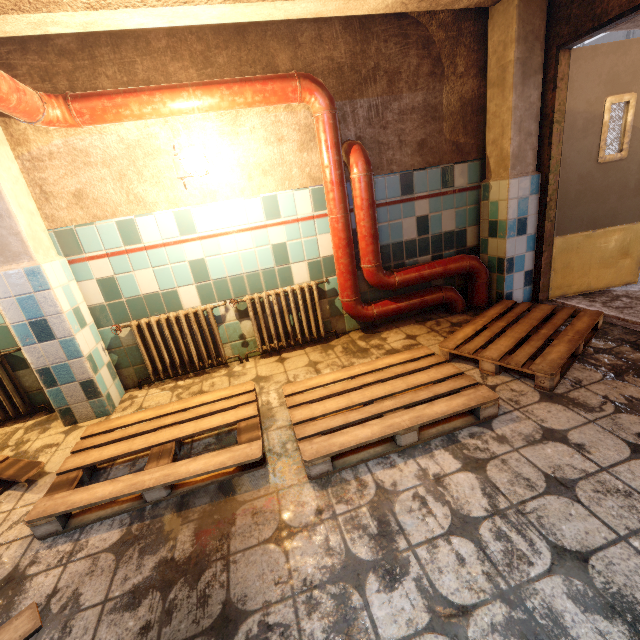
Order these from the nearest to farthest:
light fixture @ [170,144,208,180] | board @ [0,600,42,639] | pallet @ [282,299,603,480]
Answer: board @ [0,600,42,639] < pallet @ [282,299,603,480] < light fixture @ [170,144,208,180]

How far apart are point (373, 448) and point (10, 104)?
2.8m

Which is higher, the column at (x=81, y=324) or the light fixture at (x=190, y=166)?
the light fixture at (x=190, y=166)

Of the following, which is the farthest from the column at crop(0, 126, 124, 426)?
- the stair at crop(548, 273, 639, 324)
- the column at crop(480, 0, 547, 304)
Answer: the stair at crop(548, 273, 639, 324)

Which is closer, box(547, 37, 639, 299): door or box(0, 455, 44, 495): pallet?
box(0, 455, 44, 495): pallet

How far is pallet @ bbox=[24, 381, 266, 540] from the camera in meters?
1.7 m

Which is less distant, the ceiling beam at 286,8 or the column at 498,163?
the ceiling beam at 286,8

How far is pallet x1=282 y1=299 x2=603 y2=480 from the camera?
1.8 meters
